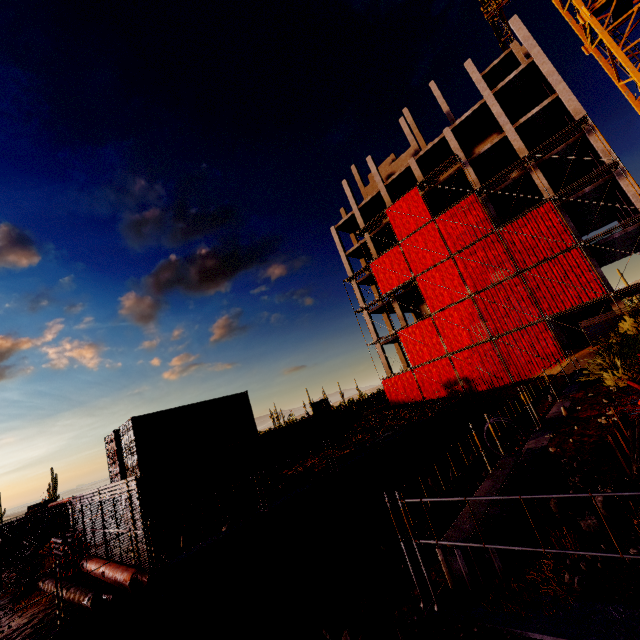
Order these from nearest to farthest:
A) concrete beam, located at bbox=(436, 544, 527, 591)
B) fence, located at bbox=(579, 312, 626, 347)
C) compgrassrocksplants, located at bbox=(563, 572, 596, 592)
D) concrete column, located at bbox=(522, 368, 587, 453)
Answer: compgrassrocksplants, located at bbox=(563, 572, 596, 592)
concrete beam, located at bbox=(436, 544, 527, 591)
concrete column, located at bbox=(522, 368, 587, 453)
fence, located at bbox=(579, 312, 626, 347)

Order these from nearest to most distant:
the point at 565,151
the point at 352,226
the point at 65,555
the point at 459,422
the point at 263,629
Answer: the point at 263,629 < the point at 65,555 < the point at 459,422 < the point at 565,151 < the point at 352,226

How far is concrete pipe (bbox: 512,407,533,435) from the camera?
16.83m

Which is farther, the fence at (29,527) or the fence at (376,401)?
the fence at (376,401)

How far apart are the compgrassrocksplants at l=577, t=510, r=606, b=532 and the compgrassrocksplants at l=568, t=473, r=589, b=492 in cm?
19

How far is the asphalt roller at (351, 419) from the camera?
26.34m

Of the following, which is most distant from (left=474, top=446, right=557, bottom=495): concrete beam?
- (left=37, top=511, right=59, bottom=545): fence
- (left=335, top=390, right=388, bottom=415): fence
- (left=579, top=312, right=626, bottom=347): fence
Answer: (left=37, top=511, right=59, bottom=545): fence

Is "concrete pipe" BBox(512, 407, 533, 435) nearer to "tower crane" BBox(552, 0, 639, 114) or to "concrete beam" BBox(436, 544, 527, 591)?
"tower crane" BBox(552, 0, 639, 114)
